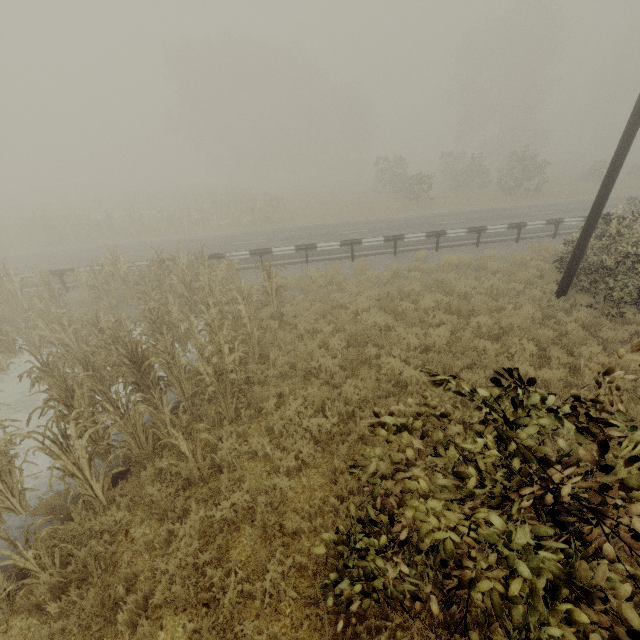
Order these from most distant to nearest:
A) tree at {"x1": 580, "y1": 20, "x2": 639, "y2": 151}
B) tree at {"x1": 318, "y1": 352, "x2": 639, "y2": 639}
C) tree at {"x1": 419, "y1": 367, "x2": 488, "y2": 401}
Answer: tree at {"x1": 580, "y1": 20, "x2": 639, "y2": 151}
tree at {"x1": 419, "y1": 367, "x2": 488, "y2": 401}
tree at {"x1": 318, "y1": 352, "x2": 639, "y2": 639}

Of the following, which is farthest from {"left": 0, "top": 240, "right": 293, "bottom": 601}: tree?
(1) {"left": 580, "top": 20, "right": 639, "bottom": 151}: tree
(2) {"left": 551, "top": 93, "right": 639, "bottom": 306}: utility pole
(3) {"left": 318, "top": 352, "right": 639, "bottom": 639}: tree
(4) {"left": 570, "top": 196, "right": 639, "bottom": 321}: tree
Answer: (1) {"left": 580, "top": 20, "right": 639, "bottom": 151}: tree

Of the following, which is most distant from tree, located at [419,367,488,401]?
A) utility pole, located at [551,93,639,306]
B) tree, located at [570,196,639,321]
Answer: utility pole, located at [551,93,639,306]

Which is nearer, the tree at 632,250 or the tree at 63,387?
the tree at 63,387

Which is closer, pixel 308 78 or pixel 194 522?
pixel 194 522

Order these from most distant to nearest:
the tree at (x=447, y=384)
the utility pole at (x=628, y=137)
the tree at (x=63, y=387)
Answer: the utility pole at (x=628, y=137) < the tree at (x=63, y=387) < the tree at (x=447, y=384)

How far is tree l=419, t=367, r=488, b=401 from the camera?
2.96m

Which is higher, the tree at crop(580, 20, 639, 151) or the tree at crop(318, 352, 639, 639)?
the tree at crop(580, 20, 639, 151)
